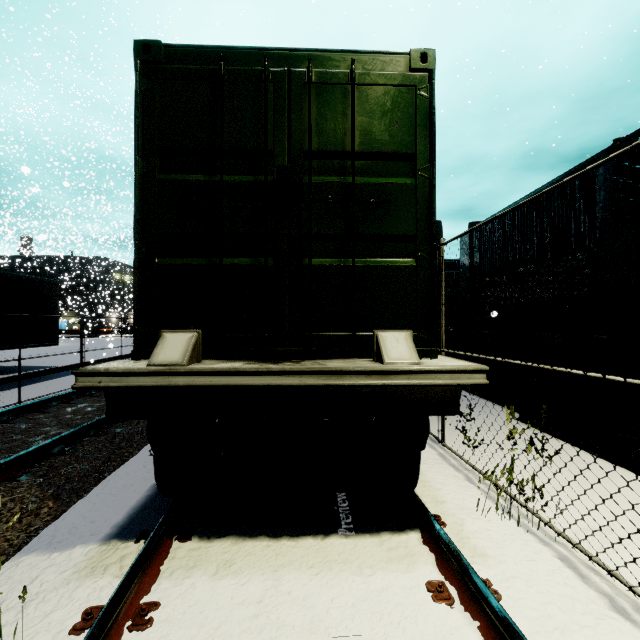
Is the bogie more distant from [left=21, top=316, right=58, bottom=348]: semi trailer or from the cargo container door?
[left=21, top=316, right=58, bottom=348]: semi trailer

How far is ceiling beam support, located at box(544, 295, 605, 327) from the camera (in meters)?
6.14

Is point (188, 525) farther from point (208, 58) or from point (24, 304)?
point (24, 304)

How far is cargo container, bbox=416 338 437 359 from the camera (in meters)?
2.70

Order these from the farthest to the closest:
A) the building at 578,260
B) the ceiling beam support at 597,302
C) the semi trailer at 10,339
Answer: the semi trailer at 10,339
the building at 578,260
the ceiling beam support at 597,302

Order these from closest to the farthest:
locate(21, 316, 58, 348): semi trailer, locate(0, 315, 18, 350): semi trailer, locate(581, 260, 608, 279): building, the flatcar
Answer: the flatcar, locate(581, 260, 608, 279): building, locate(0, 315, 18, 350): semi trailer, locate(21, 316, 58, 348): semi trailer

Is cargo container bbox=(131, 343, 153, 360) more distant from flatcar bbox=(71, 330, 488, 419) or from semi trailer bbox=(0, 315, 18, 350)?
semi trailer bbox=(0, 315, 18, 350)

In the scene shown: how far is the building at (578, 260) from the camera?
9.8 meters
